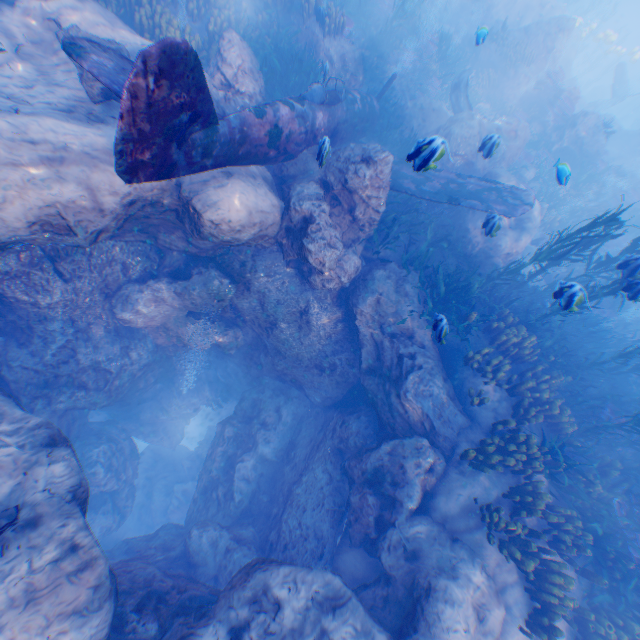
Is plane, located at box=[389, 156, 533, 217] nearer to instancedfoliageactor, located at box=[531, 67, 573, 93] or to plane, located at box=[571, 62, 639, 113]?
instancedfoliageactor, located at box=[531, 67, 573, 93]

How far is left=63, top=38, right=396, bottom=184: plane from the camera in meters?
3.9

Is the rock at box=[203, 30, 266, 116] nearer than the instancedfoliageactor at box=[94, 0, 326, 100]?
Yes

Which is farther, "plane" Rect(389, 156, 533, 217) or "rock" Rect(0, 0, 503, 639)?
"plane" Rect(389, 156, 533, 217)

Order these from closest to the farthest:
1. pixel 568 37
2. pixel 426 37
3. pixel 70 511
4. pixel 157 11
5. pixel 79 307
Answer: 1. pixel 70 511
2. pixel 79 307
3. pixel 157 11
4. pixel 426 37
5. pixel 568 37

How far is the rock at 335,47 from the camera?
11.5 meters

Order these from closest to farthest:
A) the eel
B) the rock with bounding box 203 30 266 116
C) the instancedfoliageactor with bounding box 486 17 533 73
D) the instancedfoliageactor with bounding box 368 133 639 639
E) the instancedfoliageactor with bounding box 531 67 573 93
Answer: the instancedfoliageactor with bounding box 368 133 639 639 < the rock with bounding box 203 30 266 116 < the eel < the instancedfoliageactor with bounding box 531 67 573 93 < the instancedfoliageactor with bounding box 486 17 533 73

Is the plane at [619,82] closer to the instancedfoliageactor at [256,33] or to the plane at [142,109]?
the instancedfoliageactor at [256,33]
